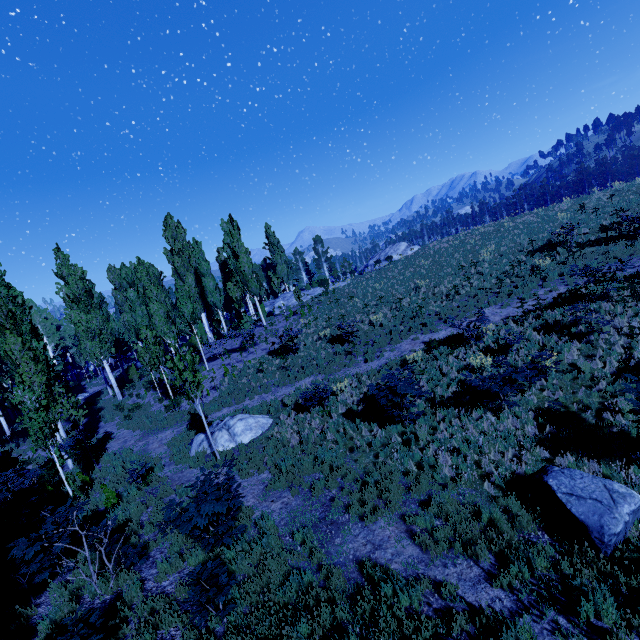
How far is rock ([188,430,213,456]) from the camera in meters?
13.2

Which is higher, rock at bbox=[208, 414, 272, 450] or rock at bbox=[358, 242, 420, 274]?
rock at bbox=[358, 242, 420, 274]

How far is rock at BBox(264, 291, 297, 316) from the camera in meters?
35.2

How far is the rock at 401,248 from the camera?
47.44m

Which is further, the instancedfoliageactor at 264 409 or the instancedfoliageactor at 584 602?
the instancedfoliageactor at 264 409

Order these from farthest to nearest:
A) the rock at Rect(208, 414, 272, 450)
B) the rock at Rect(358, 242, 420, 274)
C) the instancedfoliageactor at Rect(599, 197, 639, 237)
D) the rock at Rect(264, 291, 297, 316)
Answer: the rock at Rect(358, 242, 420, 274), the rock at Rect(264, 291, 297, 316), the instancedfoliageactor at Rect(599, 197, 639, 237), the rock at Rect(208, 414, 272, 450)

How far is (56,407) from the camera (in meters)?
15.27
